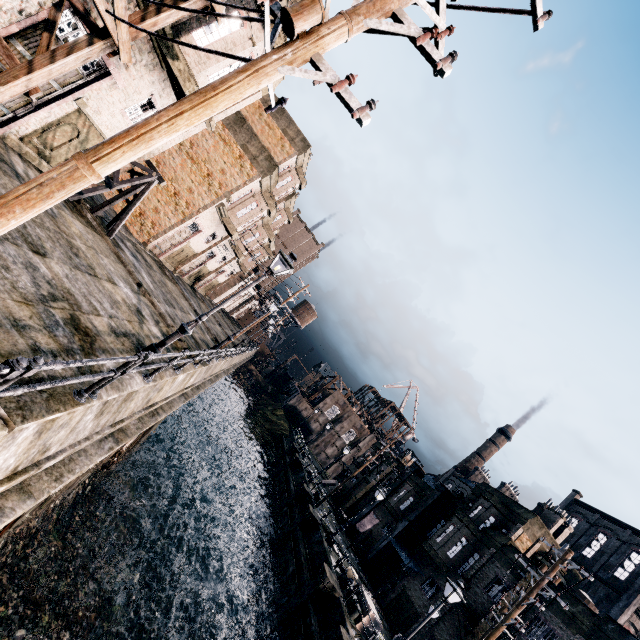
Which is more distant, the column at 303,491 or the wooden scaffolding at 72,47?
the column at 303,491

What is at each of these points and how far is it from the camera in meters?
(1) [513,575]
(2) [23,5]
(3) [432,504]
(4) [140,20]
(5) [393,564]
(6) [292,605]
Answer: (1) building, 23.3 m
(2) building, 8.8 m
(3) column, 32.8 m
(4) wooden scaffolding, 9.1 m
(5) building, 31.0 m
(6) column, 18.8 m

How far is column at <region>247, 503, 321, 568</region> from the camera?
25.5 meters

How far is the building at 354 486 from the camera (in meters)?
40.75

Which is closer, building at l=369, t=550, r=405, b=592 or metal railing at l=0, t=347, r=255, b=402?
metal railing at l=0, t=347, r=255, b=402

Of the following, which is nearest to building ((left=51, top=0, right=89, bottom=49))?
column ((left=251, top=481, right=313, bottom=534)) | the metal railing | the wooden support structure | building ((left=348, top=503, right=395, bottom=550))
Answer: the wooden support structure

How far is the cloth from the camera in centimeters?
3578cm

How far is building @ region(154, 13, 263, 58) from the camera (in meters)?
11.72
